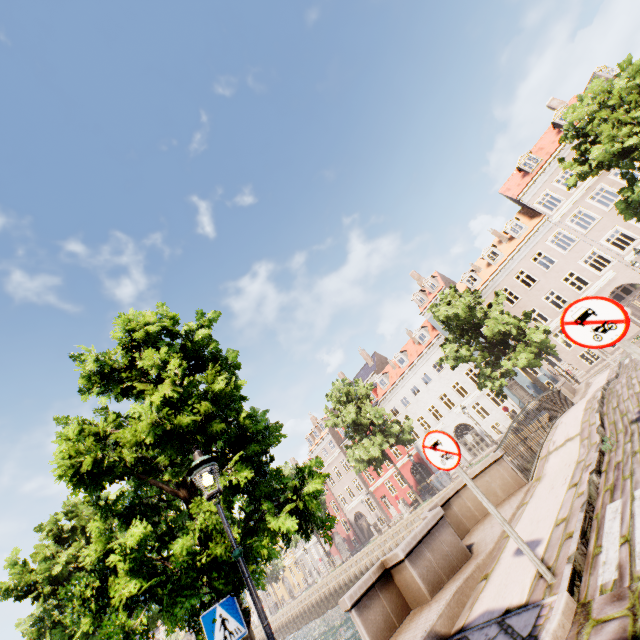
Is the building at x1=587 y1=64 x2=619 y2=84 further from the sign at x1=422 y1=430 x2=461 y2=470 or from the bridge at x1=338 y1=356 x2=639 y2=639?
the sign at x1=422 y1=430 x2=461 y2=470

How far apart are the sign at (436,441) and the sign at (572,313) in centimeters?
191cm

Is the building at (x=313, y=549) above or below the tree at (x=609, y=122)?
below

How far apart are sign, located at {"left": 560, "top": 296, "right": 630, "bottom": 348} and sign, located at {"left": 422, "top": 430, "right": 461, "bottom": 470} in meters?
1.9

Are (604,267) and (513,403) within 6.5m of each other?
no

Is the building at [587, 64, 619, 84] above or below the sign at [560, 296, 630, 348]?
above

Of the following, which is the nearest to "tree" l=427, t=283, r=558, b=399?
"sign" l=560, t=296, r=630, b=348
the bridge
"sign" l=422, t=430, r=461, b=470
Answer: the bridge

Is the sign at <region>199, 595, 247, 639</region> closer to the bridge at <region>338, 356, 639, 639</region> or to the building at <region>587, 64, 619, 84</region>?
the bridge at <region>338, 356, 639, 639</region>
